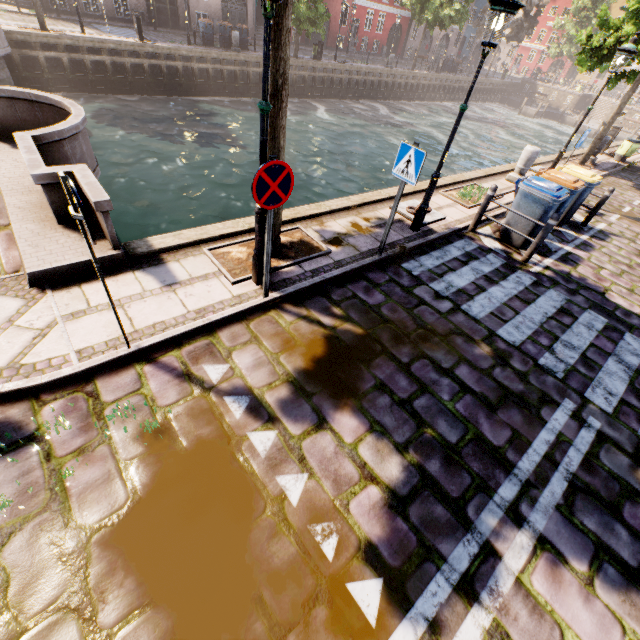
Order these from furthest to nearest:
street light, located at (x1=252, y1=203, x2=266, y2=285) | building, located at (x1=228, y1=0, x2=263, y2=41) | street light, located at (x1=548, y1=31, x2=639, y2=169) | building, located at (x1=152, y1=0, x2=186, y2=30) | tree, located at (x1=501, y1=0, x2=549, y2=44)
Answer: tree, located at (x1=501, y1=0, x2=549, y2=44) < building, located at (x1=228, y1=0, x2=263, y2=41) < building, located at (x1=152, y1=0, x2=186, y2=30) < street light, located at (x1=548, y1=31, x2=639, y2=169) < street light, located at (x1=252, y1=203, x2=266, y2=285)

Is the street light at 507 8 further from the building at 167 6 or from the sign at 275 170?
the building at 167 6

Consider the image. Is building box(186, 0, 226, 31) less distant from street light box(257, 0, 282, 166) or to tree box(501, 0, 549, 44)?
tree box(501, 0, 549, 44)

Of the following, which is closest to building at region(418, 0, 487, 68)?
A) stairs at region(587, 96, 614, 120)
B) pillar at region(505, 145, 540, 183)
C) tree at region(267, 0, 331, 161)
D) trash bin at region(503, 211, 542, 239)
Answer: tree at region(267, 0, 331, 161)

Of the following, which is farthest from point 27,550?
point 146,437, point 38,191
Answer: point 38,191

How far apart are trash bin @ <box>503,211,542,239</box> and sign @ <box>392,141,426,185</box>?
3.6 meters

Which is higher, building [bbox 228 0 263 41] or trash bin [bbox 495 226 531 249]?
building [bbox 228 0 263 41]

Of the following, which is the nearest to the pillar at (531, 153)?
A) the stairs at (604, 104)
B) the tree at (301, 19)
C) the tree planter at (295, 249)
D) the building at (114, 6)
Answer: the tree at (301, 19)
